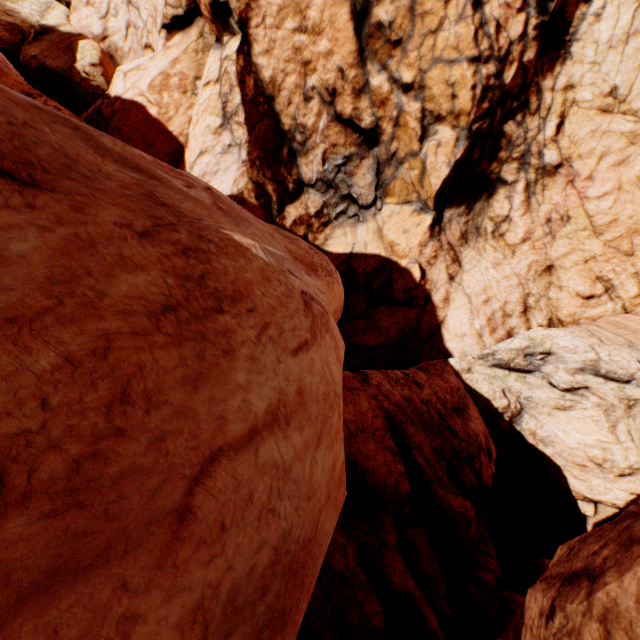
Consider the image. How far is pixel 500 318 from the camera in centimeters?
1458cm
